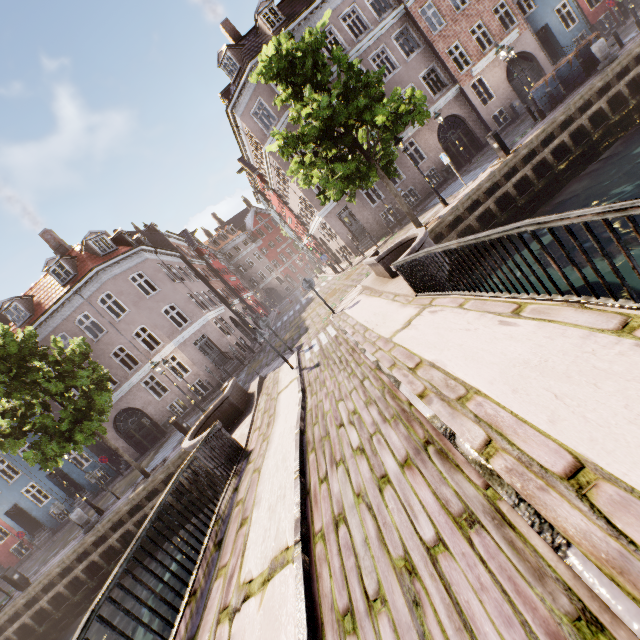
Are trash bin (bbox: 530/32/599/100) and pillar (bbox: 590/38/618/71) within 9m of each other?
yes

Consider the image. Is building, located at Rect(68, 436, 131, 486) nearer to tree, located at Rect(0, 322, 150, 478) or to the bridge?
tree, located at Rect(0, 322, 150, 478)

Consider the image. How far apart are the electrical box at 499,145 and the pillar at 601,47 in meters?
6.0

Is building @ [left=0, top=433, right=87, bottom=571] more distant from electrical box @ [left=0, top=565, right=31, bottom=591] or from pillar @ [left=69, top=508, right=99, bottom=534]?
electrical box @ [left=0, top=565, right=31, bottom=591]

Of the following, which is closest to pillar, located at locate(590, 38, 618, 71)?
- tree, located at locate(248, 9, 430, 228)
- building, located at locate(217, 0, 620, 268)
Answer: tree, located at locate(248, 9, 430, 228)

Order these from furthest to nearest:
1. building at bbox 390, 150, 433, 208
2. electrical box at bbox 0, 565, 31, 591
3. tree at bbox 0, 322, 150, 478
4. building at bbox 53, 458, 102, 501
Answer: building at bbox 53, 458, 102, 501
building at bbox 390, 150, 433, 208
electrical box at bbox 0, 565, 31, 591
tree at bbox 0, 322, 150, 478

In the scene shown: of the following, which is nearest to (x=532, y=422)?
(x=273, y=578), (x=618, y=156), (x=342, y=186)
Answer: (x=273, y=578)

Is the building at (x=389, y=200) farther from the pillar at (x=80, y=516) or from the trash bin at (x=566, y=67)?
the pillar at (x=80, y=516)
